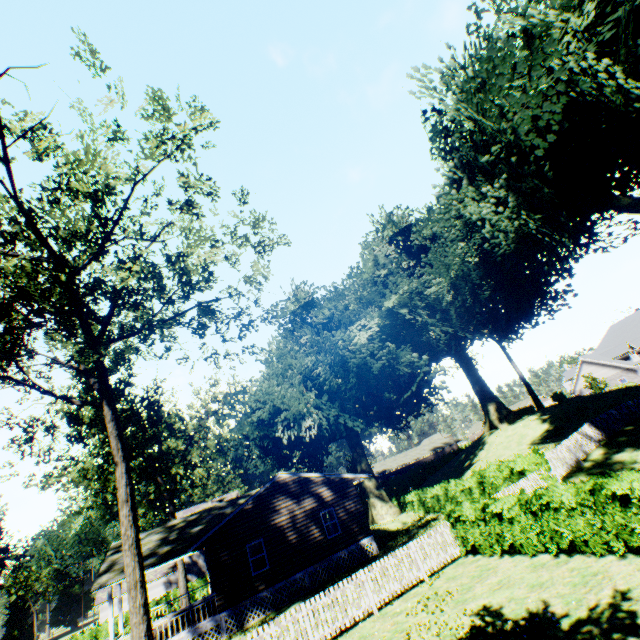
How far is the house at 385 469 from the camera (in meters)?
58.50

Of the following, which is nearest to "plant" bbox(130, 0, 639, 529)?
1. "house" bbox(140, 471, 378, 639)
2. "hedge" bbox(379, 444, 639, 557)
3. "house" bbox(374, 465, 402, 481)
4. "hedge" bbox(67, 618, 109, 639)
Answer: "hedge" bbox(379, 444, 639, 557)

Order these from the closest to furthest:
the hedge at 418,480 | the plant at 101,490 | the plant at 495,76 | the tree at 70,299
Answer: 1. the hedge at 418,480
2. the plant at 495,76
3. the tree at 70,299
4. the plant at 101,490

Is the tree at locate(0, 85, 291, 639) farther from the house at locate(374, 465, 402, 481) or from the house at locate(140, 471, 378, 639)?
the house at locate(374, 465, 402, 481)

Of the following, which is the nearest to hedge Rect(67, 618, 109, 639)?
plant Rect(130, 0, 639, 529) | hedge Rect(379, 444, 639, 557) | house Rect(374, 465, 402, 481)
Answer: plant Rect(130, 0, 639, 529)

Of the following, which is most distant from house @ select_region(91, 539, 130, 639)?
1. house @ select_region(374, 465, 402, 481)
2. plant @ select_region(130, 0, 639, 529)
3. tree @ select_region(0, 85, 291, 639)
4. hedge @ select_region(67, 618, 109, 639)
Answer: house @ select_region(374, 465, 402, 481)

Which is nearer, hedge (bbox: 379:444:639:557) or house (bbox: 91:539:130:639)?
hedge (bbox: 379:444:639:557)

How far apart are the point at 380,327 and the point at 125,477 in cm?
2190
